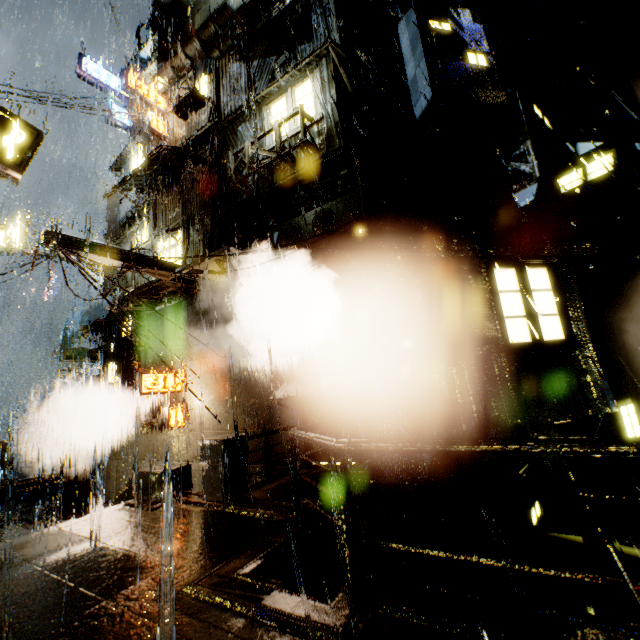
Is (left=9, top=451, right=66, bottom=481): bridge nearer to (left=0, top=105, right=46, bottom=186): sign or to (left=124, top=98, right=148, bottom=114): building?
(left=124, top=98, right=148, bottom=114): building

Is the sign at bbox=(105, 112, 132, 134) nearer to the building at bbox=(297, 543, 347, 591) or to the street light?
the building at bbox=(297, 543, 347, 591)

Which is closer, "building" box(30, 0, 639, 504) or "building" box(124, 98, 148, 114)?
"building" box(30, 0, 639, 504)

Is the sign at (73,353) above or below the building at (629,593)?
above

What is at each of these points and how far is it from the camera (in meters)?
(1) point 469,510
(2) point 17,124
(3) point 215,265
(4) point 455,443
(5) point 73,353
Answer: (1) building, 8.52
(2) sign, 7.24
(3) building, 11.26
(4) railing, 3.38
(5) sign, 15.95

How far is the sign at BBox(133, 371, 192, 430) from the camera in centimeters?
1142cm

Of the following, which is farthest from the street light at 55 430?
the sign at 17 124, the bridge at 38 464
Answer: the sign at 17 124

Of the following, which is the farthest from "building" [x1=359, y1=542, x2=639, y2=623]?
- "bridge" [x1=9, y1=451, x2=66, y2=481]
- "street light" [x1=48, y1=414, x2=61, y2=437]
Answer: "street light" [x1=48, y1=414, x2=61, y2=437]
